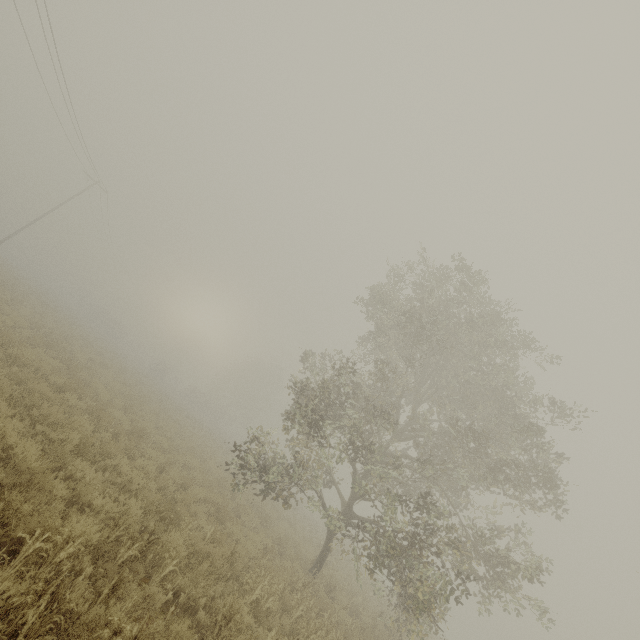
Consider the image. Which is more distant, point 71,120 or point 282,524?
point 71,120
